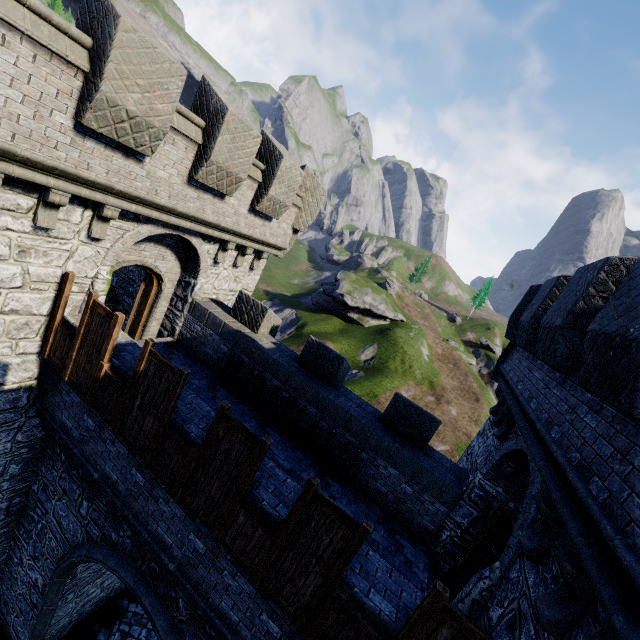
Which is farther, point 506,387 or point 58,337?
point 506,387
